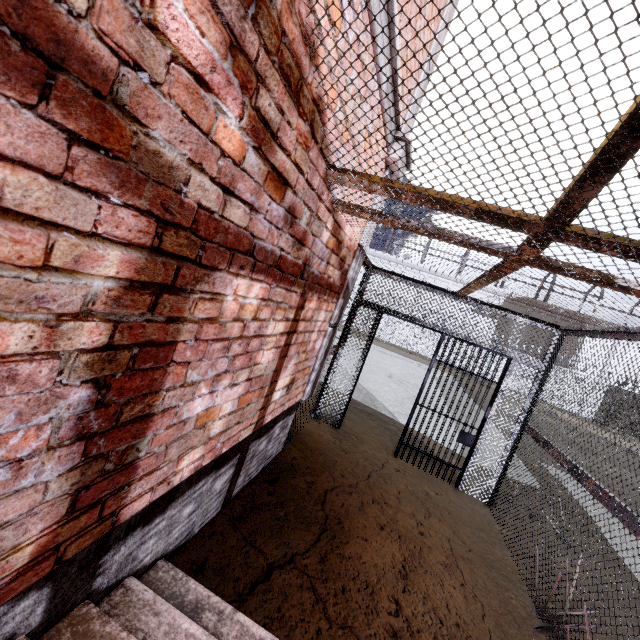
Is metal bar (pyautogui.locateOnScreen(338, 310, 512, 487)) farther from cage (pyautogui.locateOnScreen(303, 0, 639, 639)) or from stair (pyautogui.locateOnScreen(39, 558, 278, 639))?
stair (pyautogui.locateOnScreen(39, 558, 278, 639))

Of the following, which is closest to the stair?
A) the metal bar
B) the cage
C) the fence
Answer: the cage

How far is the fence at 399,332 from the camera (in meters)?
25.02

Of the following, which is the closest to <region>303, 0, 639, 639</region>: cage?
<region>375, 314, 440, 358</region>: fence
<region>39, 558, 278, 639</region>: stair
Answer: <region>39, 558, 278, 639</region>: stair

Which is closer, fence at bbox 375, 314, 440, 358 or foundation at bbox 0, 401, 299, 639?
foundation at bbox 0, 401, 299, 639

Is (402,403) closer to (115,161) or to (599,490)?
(599,490)

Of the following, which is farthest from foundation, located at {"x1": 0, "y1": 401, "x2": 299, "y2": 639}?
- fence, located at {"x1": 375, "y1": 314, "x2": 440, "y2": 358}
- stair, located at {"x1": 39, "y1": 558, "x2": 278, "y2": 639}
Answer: fence, located at {"x1": 375, "y1": 314, "x2": 440, "y2": 358}

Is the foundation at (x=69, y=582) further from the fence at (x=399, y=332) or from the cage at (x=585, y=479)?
the fence at (x=399, y=332)
